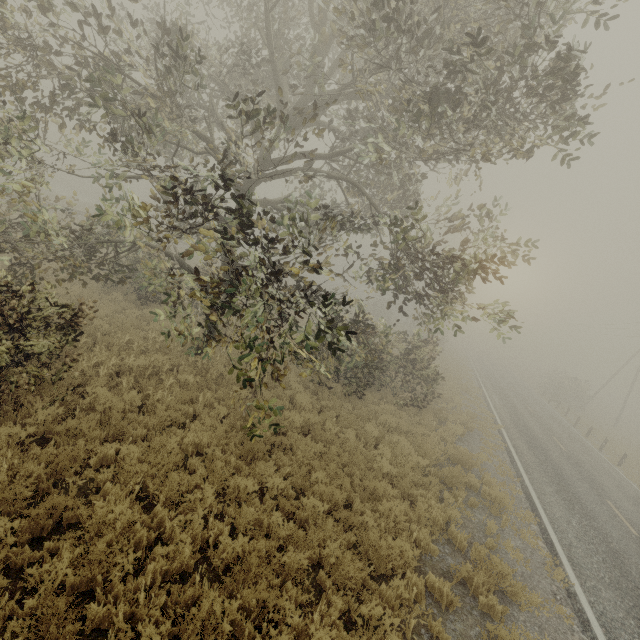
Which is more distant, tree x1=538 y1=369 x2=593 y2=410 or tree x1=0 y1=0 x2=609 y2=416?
tree x1=538 y1=369 x2=593 y2=410

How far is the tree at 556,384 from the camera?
35.6 meters

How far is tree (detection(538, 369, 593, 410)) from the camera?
35.6m

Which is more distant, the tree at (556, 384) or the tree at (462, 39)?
the tree at (556, 384)

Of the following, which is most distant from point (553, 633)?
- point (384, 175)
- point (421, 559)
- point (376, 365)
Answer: point (384, 175)
